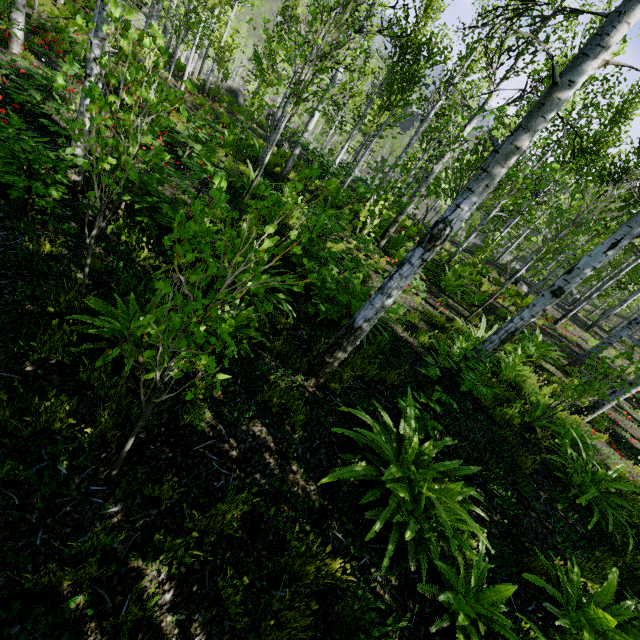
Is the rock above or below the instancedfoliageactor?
below

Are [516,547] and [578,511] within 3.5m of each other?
A: yes

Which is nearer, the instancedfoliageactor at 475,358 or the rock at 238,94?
the instancedfoliageactor at 475,358

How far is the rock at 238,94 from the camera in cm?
3253

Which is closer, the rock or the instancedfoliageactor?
the instancedfoliageactor

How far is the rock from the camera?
32.5m
